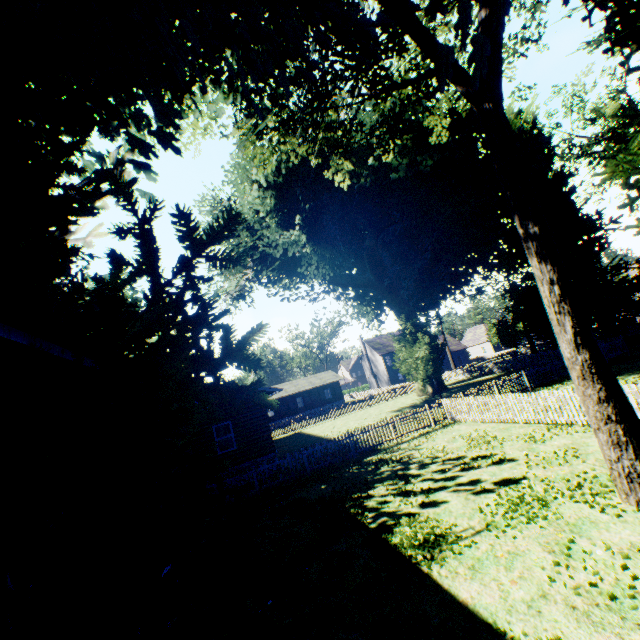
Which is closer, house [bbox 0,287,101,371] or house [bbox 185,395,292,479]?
house [bbox 0,287,101,371]

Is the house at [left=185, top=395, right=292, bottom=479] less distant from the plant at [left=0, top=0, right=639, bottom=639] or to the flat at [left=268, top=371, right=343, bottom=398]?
the plant at [left=0, top=0, right=639, bottom=639]

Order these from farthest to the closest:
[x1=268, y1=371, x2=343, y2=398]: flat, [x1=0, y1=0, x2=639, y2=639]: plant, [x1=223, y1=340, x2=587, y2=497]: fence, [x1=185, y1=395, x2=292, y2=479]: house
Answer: [x1=268, y1=371, x2=343, y2=398]: flat → [x1=185, y1=395, x2=292, y2=479]: house → [x1=223, y1=340, x2=587, y2=497]: fence → [x1=0, y1=0, x2=639, y2=639]: plant

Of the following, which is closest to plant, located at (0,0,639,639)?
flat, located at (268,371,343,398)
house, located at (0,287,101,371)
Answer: house, located at (0,287,101,371)

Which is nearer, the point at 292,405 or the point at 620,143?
the point at 620,143

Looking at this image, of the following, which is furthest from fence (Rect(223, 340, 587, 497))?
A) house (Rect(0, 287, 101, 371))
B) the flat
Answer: the flat

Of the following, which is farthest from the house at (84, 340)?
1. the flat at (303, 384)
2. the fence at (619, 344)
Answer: the flat at (303, 384)

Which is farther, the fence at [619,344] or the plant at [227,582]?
the fence at [619,344]
